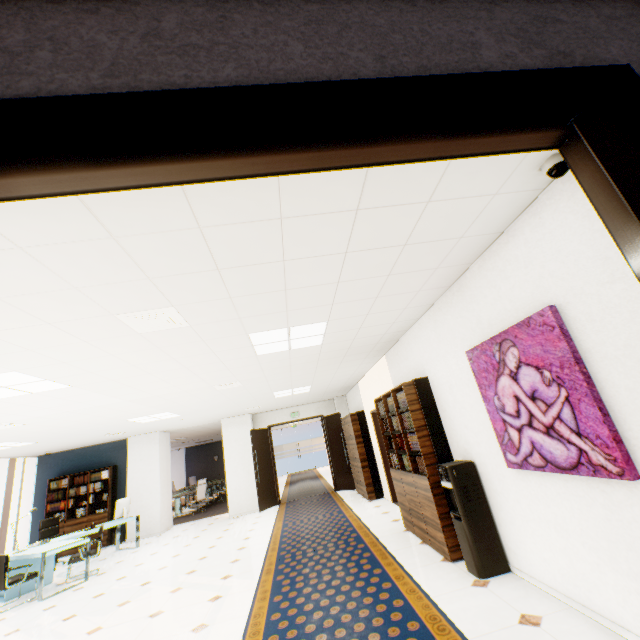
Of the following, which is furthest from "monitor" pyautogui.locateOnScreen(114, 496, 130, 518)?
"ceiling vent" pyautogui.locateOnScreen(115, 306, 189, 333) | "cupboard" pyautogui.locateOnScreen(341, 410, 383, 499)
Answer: "ceiling vent" pyautogui.locateOnScreen(115, 306, 189, 333)

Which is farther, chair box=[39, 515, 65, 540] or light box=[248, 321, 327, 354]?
chair box=[39, 515, 65, 540]

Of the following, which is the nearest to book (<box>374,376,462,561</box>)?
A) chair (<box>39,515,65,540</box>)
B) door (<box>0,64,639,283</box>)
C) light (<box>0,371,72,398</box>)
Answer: door (<box>0,64,639,283</box>)

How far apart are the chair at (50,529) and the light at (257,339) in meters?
8.3

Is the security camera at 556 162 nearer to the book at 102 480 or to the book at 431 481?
the book at 431 481

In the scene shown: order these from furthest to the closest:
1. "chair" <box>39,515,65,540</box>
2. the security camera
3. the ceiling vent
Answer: "chair" <box>39,515,65,540</box>, the ceiling vent, the security camera

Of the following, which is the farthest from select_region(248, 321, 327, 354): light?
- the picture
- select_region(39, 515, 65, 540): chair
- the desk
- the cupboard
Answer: select_region(39, 515, 65, 540): chair

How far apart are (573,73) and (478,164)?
1.05m
